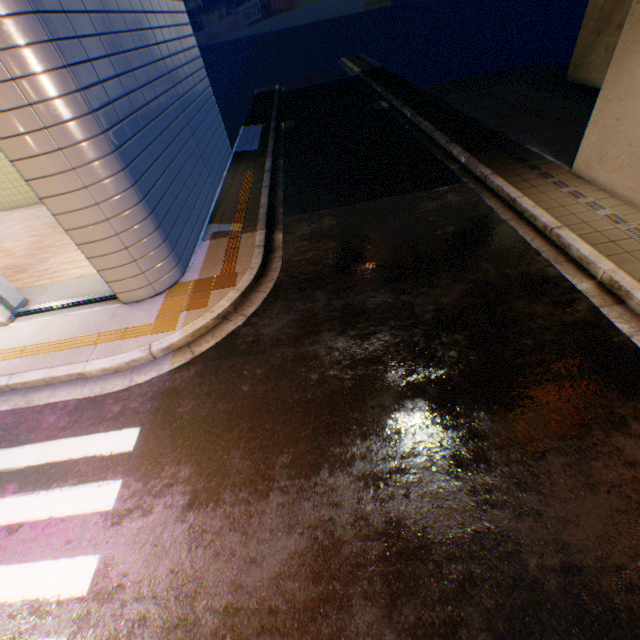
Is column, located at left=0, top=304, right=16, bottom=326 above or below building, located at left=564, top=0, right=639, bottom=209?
below

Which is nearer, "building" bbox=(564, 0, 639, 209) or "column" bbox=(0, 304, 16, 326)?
"building" bbox=(564, 0, 639, 209)

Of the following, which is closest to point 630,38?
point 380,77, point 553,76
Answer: point 553,76

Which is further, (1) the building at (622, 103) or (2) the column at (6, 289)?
(2) the column at (6, 289)
